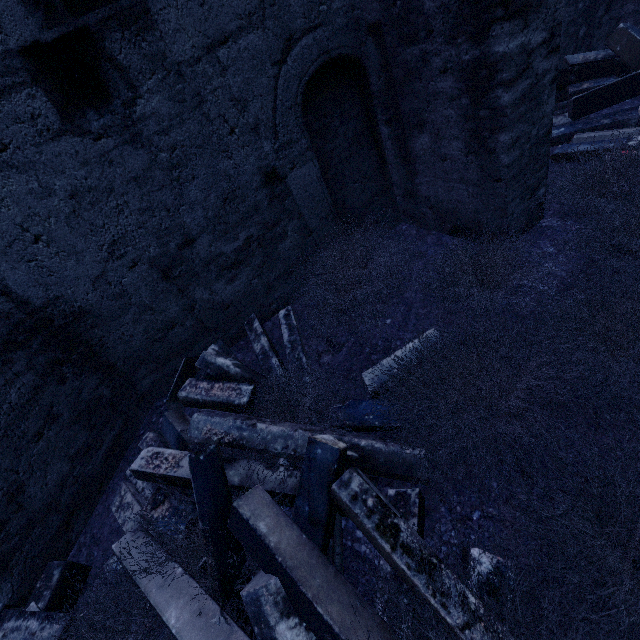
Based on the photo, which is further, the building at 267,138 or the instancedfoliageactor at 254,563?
the building at 267,138

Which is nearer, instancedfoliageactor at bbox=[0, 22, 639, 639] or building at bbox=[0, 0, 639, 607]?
instancedfoliageactor at bbox=[0, 22, 639, 639]

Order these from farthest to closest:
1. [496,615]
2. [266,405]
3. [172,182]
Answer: [172,182], [266,405], [496,615]
